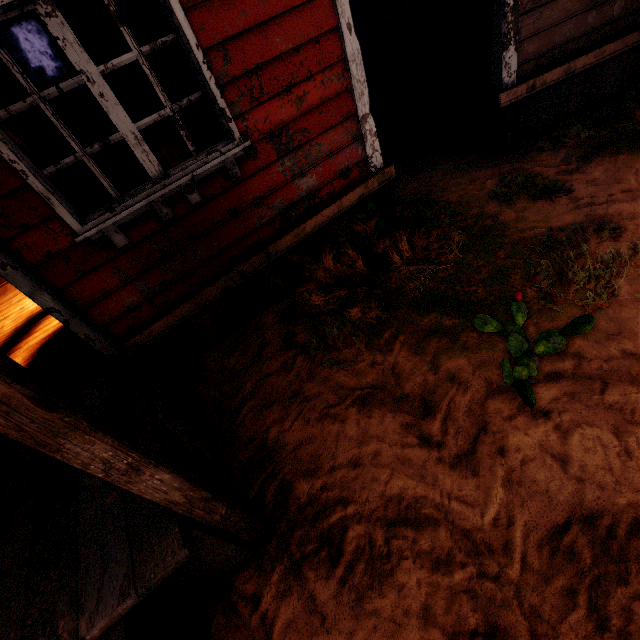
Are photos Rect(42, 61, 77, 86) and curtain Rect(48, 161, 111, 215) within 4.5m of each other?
no

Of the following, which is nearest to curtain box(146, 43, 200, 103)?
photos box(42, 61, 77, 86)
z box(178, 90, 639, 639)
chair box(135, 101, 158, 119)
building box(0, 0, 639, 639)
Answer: building box(0, 0, 639, 639)

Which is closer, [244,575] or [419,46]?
[244,575]

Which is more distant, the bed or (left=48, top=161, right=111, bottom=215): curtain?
the bed

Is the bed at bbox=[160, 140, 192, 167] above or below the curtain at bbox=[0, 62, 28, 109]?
below

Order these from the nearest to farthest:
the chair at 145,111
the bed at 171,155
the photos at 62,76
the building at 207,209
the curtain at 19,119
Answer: the building at 207,209 → the curtain at 19,119 → the bed at 171,155 → the chair at 145,111 → the photos at 62,76

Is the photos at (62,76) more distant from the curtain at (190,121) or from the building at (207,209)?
the curtain at (190,121)

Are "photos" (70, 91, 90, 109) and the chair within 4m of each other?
yes
